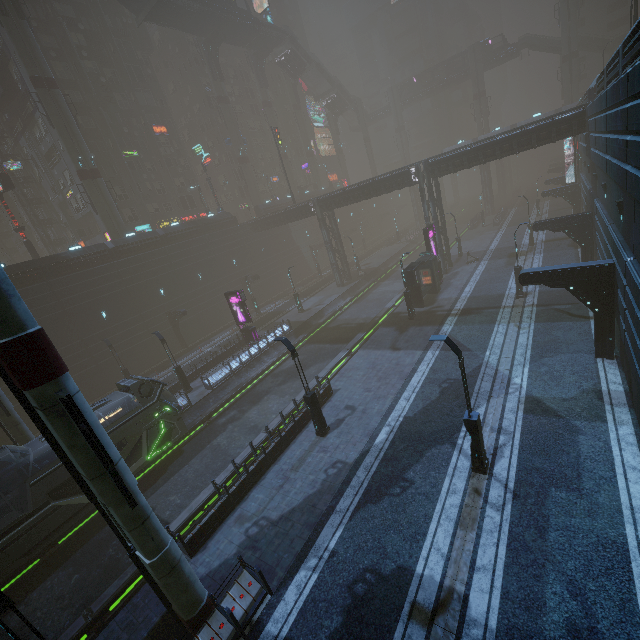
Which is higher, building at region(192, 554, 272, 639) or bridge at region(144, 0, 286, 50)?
bridge at region(144, 0, 286, 50)

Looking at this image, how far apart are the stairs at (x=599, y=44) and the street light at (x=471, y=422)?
74.8m

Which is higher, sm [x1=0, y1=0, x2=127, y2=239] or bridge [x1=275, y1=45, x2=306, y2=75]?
bridge [x1=275, y1=45, x2=306, y2=75]

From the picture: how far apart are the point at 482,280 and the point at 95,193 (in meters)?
42.79

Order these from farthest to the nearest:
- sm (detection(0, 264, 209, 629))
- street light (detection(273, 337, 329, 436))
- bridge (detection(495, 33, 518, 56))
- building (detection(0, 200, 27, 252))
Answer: bridge (detection(495, 33, 518, 56)) → building (detection(0, 200, 27, 252)) → street light (detection(273, 337, 329, 436)) → sm (detection(0, 264, 209, 629))

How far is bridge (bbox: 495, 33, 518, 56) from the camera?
58.56m

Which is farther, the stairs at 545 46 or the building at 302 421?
the stairs at 545 46

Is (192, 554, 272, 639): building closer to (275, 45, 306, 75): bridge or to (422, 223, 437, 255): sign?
(422, 223, 437, 255): sign
